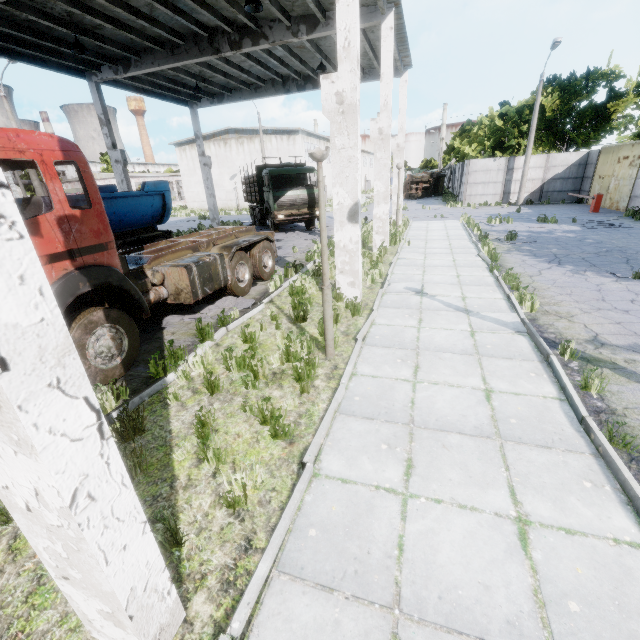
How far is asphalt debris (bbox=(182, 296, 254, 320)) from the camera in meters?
7.9 m

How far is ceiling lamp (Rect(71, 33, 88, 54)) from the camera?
10.9m

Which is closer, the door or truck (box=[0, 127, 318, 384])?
truck (box=[0, 127, 318, 384])

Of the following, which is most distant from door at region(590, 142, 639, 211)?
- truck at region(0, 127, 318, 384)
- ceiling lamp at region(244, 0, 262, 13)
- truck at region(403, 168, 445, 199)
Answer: ceiling lamp at region(244, 0, 262, 13)

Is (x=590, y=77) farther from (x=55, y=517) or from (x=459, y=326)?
(x=55, y=517)

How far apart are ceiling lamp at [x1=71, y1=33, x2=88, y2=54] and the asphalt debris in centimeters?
1039cm

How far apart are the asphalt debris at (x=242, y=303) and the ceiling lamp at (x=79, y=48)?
10.39m

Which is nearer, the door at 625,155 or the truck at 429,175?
the door at 625,155
